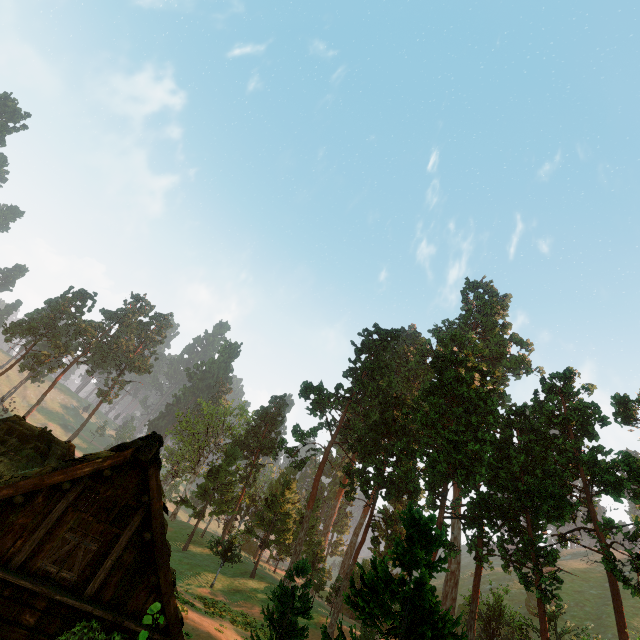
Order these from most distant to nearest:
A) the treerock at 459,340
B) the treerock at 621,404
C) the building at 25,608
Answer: the treerock at 621,404 < the treerock at 459,340 < the building at 25,608

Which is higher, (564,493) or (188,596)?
(564,493)

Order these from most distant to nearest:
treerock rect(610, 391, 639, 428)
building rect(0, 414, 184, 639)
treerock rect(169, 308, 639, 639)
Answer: treerock rect(610, 391, 639, 428), treerock rect(169, 308, 639, 639), building rect(0, 414, 184, 639)

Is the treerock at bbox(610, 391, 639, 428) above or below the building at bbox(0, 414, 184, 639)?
above

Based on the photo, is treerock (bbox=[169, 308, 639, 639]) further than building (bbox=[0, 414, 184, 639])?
Yes

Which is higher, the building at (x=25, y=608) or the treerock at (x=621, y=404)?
the treerock at (x=621, y=404)
